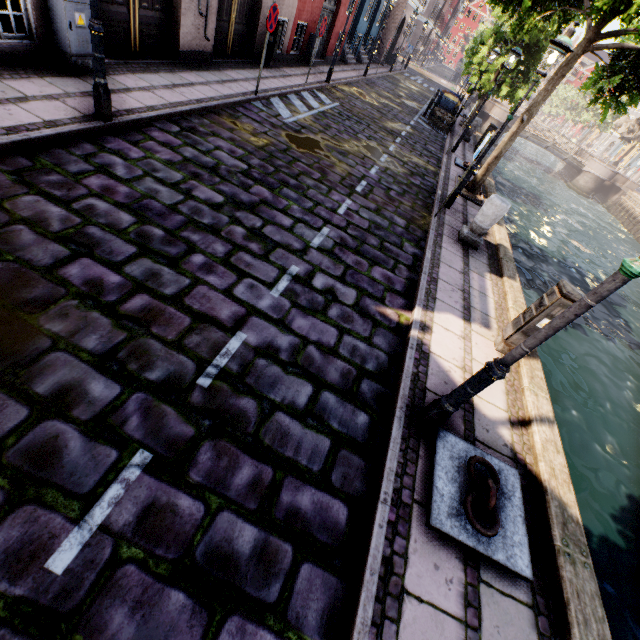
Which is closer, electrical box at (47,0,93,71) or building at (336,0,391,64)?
electrical box at (47,0,93,71)

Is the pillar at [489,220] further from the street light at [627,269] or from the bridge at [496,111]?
the bridge at [496,111]

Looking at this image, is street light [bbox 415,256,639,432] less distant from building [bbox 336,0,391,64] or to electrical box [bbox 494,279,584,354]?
electrical box [bbox 494,279,584,354]

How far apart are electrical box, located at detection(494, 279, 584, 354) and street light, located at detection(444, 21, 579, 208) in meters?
4.8

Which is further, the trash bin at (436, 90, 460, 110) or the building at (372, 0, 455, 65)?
the building at (372, 0, 455, 65)

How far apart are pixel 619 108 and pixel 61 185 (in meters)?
11.95

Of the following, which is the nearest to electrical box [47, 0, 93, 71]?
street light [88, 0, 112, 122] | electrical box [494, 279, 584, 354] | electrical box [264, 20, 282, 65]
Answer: street light [88, 0, 112, 122]

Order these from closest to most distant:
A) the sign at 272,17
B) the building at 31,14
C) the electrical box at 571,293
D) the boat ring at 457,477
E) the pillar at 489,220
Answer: the boat ring at 457,477, the electrical box at 571,293, the building at 31,14, the pillar at 489,220, the sign at 272,17
